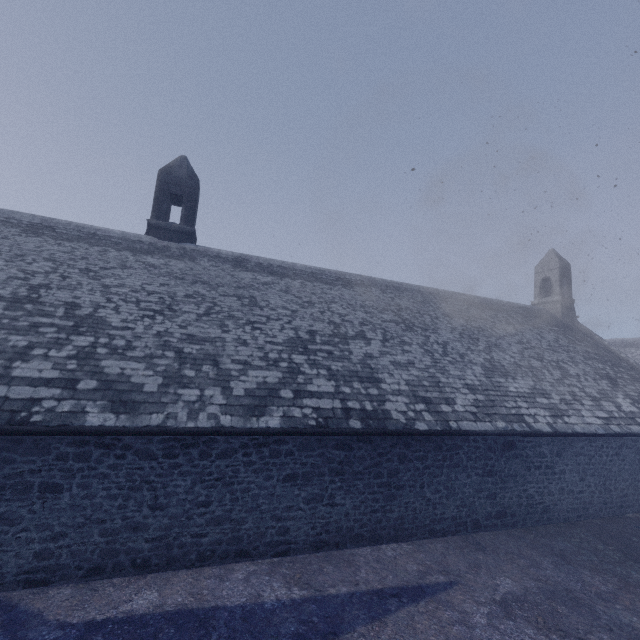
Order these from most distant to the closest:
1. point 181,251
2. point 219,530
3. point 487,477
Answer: point 181,251 < point 487,477 < point 219,530
